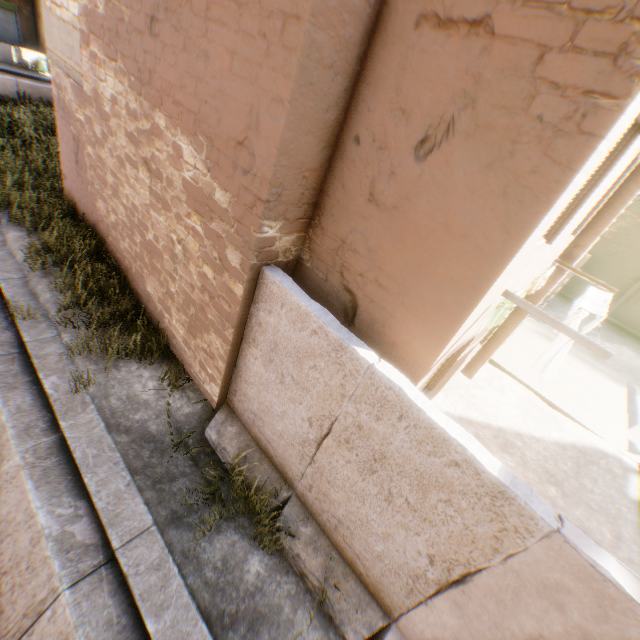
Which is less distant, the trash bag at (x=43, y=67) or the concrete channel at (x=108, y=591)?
the concrete channel at (x=108, y=591)

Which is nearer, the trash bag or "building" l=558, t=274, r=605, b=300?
the trash bag

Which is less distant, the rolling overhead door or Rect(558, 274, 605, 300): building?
the rolling overhead door

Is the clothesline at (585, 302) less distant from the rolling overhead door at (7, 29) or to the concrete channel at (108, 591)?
the concrete channel at (108, 591)

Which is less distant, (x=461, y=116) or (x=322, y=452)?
(x=461, y=116)

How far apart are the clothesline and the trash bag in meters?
28.4 m

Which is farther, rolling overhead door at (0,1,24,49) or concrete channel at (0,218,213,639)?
rolling overhead door at (0,1,24,49)

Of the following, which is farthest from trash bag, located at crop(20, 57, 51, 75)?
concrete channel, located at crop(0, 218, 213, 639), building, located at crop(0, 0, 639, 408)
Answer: concrete channel, located at crop(0, 218, 213, 639)
